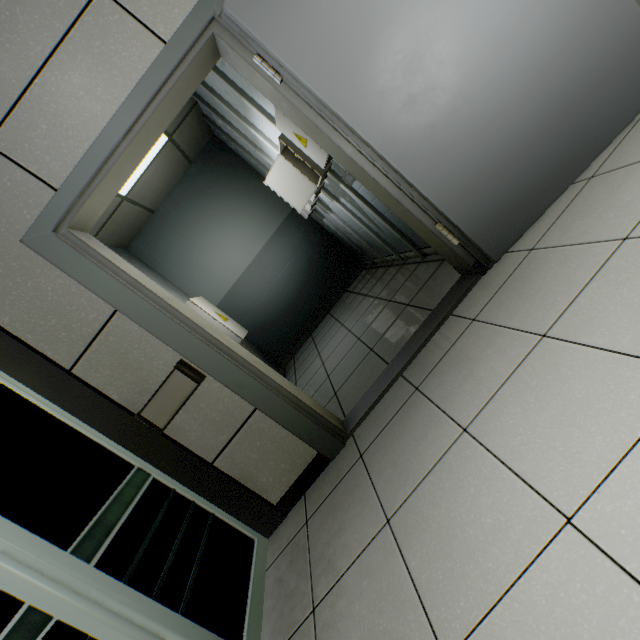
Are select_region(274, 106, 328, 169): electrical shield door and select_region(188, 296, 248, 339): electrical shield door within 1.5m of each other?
no

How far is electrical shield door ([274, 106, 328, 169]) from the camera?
2.35m

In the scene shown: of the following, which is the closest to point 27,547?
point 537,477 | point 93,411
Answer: point 93,411

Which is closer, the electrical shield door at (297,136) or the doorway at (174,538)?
the doorway at (174,538)

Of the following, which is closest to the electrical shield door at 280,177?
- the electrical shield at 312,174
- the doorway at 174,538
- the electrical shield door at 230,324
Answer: the electrical shield at 312,174

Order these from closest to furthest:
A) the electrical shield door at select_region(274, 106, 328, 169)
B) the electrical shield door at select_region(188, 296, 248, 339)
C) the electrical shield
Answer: the electrical shield door at select_region(274, 106, 328, 169), the electrical shield, the electrical shield door at select_region(188, 296, 248, 339)

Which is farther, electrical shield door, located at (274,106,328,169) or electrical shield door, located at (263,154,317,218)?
electrical shield door, located at (263,154,317,218)

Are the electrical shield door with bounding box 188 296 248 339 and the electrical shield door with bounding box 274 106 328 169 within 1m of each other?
no
